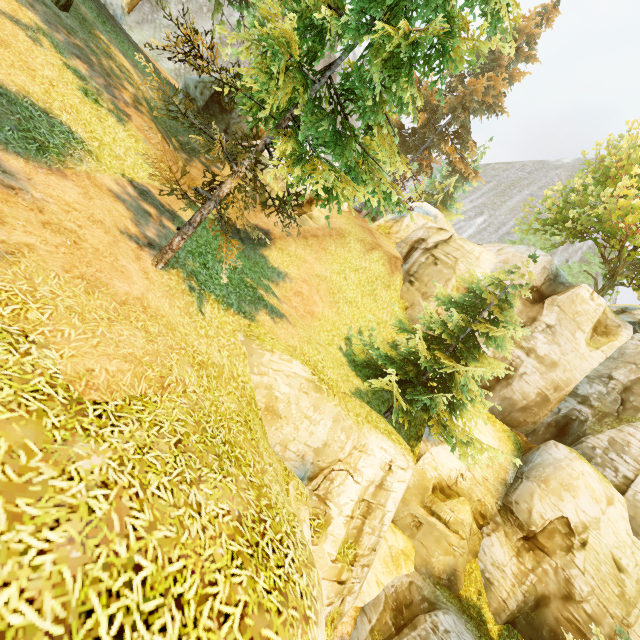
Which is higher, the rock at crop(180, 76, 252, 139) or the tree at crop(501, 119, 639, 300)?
the tree at crop(501, 119, 639, 300)

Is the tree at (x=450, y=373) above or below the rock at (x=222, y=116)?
below

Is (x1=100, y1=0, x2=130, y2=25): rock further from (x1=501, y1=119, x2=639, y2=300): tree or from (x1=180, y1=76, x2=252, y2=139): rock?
(x1=180, y1=76, x2=252, y2=139): rock

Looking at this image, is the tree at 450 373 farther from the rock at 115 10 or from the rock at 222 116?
the rock at 115 10

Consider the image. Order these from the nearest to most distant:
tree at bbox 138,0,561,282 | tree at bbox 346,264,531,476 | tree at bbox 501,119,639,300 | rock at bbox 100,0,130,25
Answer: tree at bbox 138,0,561,282
tree at bbox 346,264,531,476
tree at bbox 501,119,639,300
rock at bbox 100,0,130,25

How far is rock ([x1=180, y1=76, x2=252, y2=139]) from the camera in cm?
1897

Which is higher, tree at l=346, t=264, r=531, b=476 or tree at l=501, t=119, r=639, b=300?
tree at l=501, t=119, r=639, b=300

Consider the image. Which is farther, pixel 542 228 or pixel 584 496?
pixel 542 228
